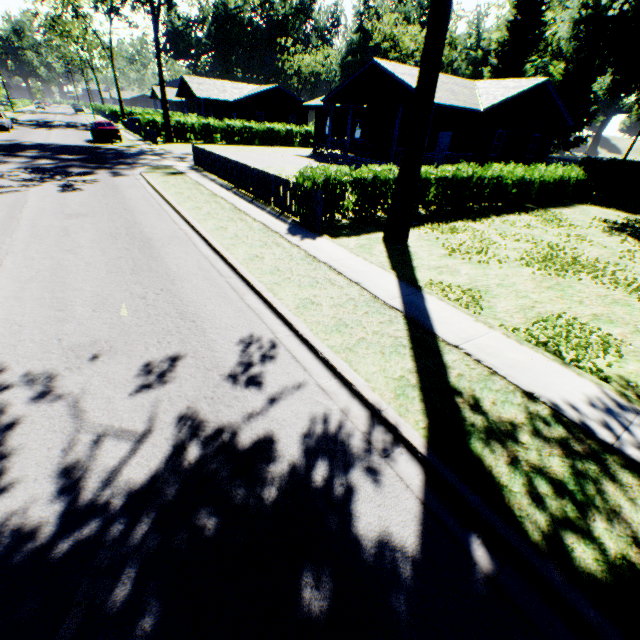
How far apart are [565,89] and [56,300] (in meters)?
66.02

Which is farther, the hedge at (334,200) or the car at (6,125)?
the car at (6,125)

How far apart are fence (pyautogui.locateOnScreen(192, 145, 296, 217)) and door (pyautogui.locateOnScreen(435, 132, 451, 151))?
16.14m

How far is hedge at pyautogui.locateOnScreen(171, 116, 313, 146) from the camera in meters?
34.9

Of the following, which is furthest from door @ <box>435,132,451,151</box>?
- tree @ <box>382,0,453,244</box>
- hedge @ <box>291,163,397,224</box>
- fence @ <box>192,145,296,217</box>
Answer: tree @ <box>382,0,453,244</box>

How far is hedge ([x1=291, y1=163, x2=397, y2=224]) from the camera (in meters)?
10.54

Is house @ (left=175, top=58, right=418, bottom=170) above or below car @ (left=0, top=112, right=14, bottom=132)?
above

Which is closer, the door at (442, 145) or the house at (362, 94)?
the house at (362, 94)
